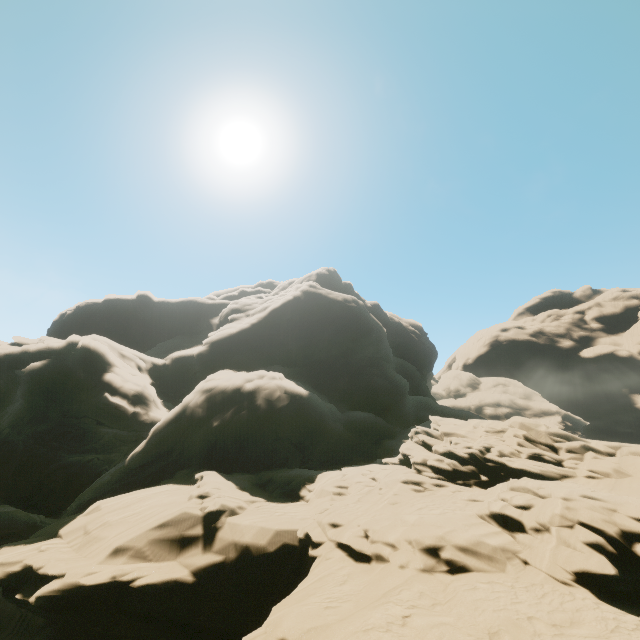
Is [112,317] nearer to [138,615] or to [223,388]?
[223,388]
